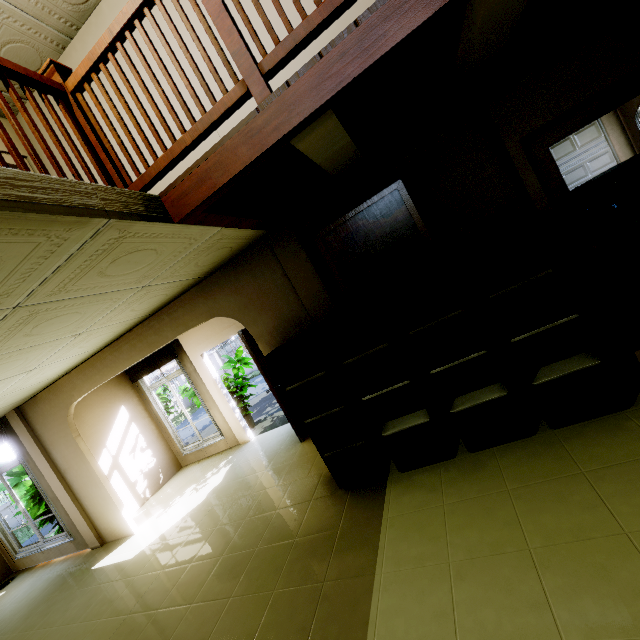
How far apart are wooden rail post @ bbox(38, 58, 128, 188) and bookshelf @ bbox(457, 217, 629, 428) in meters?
2.4

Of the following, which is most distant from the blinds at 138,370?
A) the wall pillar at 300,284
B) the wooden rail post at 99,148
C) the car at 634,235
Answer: the car at 634,235

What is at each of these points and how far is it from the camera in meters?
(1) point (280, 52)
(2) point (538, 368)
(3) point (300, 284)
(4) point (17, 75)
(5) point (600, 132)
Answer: (1) wooden rail, 1.6
(2) bookshelf, 2.8
(3) wall pillar, 3.4
(4) wooden rail, 1.8
(5) garage door, 7.0

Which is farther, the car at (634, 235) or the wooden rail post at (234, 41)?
the car at (634, 235)

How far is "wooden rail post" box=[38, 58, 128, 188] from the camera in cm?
204

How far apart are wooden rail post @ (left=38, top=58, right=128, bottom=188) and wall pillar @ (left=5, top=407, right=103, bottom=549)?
5.5 meters

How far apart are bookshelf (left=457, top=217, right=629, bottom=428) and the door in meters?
3.5 m

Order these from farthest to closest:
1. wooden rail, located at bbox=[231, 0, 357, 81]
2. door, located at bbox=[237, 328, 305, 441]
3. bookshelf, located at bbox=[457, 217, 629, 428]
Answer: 1. door, located at bbox=[237, 328, 305, 441]
2. bookshelf, located at bbox=[457, 217, 629, 428]
3. wooden rail, located at bbox=[231, 0, 357, 81]
